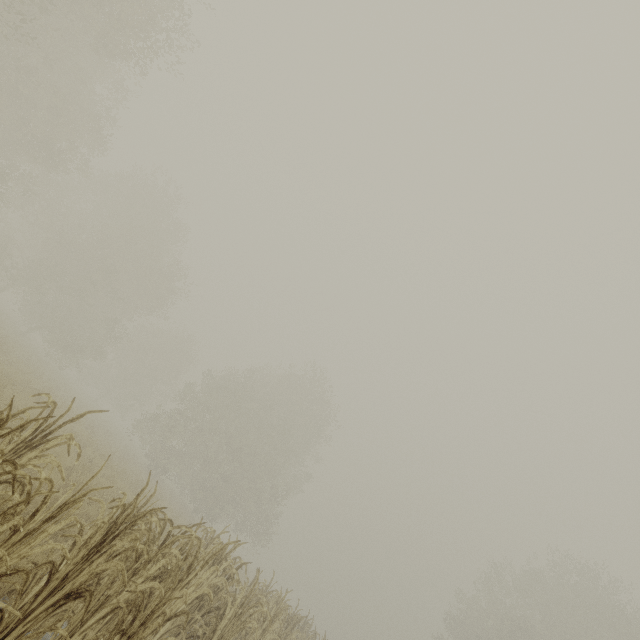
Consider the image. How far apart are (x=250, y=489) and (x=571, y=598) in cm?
2585
